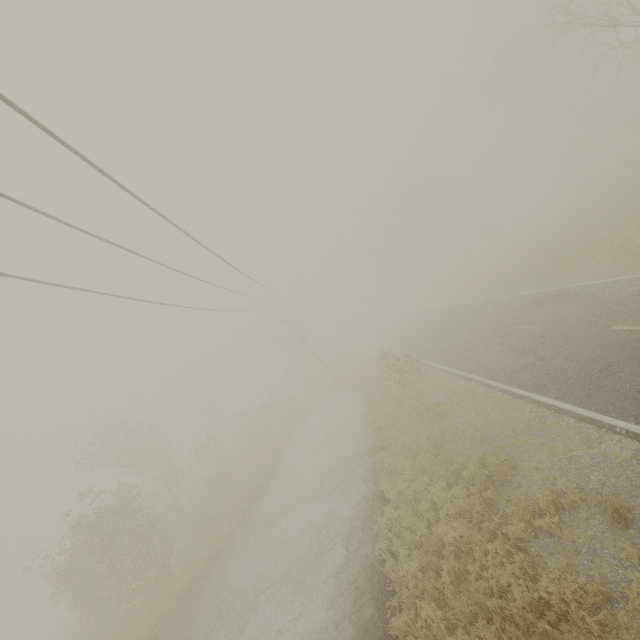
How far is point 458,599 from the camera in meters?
7.1 m
